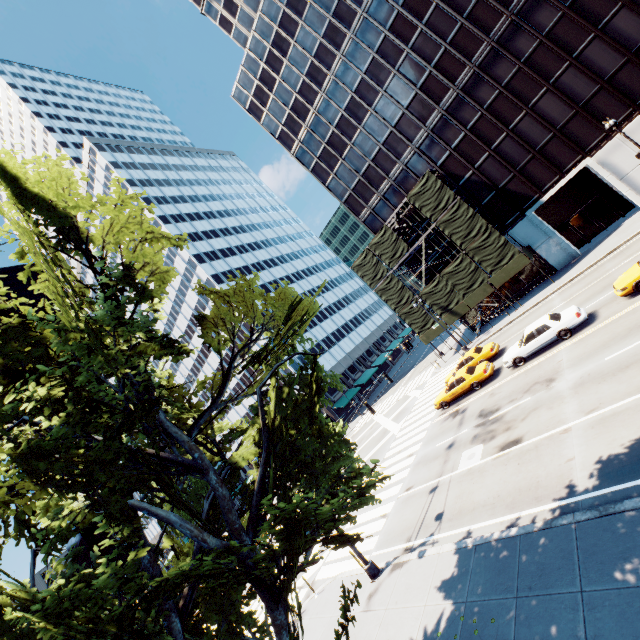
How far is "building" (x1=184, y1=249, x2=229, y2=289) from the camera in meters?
58.8 m

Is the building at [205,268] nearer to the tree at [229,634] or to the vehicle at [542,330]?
the tree at [229,634]

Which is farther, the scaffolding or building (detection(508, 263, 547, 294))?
building (detection(508, 263, 547, 294))

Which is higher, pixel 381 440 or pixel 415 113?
pixel 415 113

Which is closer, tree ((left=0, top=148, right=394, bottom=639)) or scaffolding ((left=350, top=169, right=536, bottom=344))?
tree ((left=0, top=148, right=394, bottom=639))

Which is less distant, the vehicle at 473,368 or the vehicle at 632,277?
the vehicle at 632,277

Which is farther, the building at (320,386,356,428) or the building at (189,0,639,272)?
the building at (320,386,356,428)
